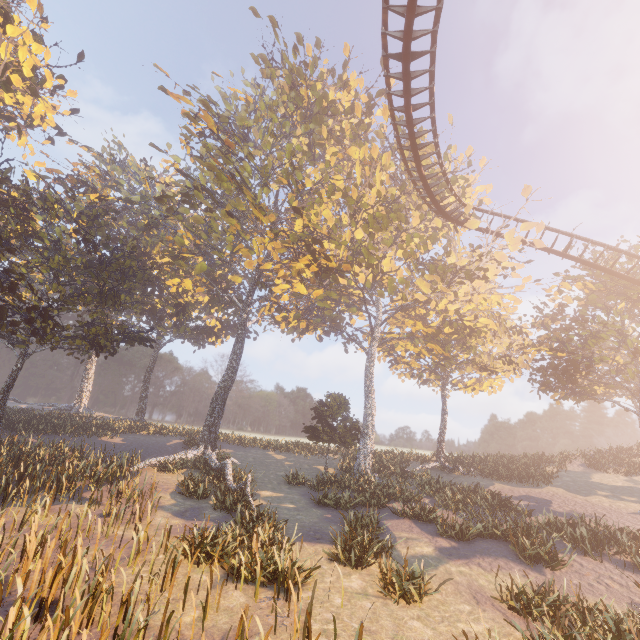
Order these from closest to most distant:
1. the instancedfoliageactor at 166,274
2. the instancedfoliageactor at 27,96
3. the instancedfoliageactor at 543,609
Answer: the instancedfoliageactor at 543,609 → the instancedfoliageactor at 166,274 → the instancedfoliageactor at 27,96

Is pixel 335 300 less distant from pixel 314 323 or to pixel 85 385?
pixel 314 323

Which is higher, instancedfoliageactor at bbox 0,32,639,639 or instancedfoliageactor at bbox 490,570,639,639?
instancedfoliageactor at bbox 0,32,639,639

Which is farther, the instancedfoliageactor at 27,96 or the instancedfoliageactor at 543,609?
the instancedfoliageactor at 27,96

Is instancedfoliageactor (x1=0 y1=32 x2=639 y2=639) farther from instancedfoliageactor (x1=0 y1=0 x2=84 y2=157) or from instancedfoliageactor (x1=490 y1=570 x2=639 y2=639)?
instancedfoliageactor (x1=0 y1=0 x2=84 y2=157)

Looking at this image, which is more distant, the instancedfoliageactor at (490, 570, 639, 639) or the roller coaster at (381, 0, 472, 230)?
the roller coaster at (381, 0, 472, 230)

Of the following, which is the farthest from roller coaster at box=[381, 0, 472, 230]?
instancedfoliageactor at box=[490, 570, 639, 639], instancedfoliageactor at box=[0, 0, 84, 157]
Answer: instancedfoliageactor at box=[0, 0, 84, 157]

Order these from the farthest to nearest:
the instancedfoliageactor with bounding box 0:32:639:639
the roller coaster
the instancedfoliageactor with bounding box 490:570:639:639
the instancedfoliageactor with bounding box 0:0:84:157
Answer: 1. the instancedfoliageactor with bounding box 0:0:84:157
2. the roller coaster
3. the instancedfoliageactor with bounding box 0:32:639:639
4. the instancedfoliageactor with bounding box 490:570:639:639
